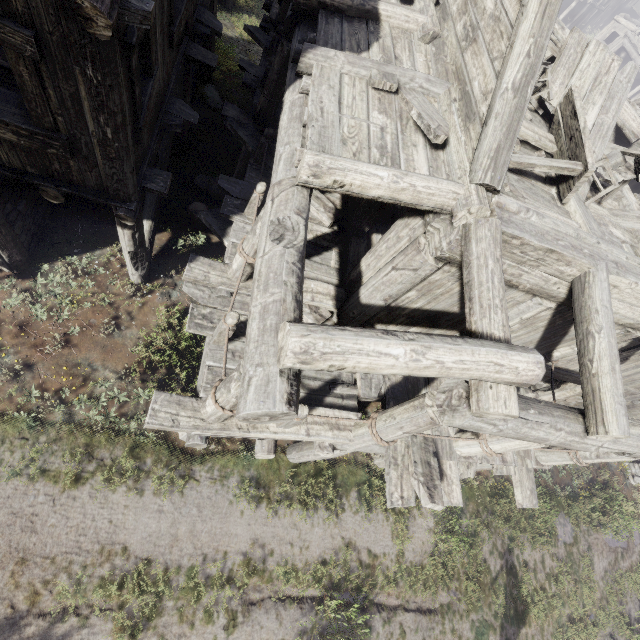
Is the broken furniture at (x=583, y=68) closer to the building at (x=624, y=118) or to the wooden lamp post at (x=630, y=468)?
the building at (x=624, y=118)

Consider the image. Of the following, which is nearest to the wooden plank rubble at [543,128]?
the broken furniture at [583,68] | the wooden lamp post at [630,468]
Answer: the broken furniture at [583,68]

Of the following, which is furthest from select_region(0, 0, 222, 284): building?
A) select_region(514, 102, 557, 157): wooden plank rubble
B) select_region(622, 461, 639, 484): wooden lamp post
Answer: select_region(622, 461, 639, 484): wooden lamp post

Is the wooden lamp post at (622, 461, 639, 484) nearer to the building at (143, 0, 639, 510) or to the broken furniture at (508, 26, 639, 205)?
the building at (143, 0, 639, 510)

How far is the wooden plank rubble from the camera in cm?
539

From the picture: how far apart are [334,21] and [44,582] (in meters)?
10.37
